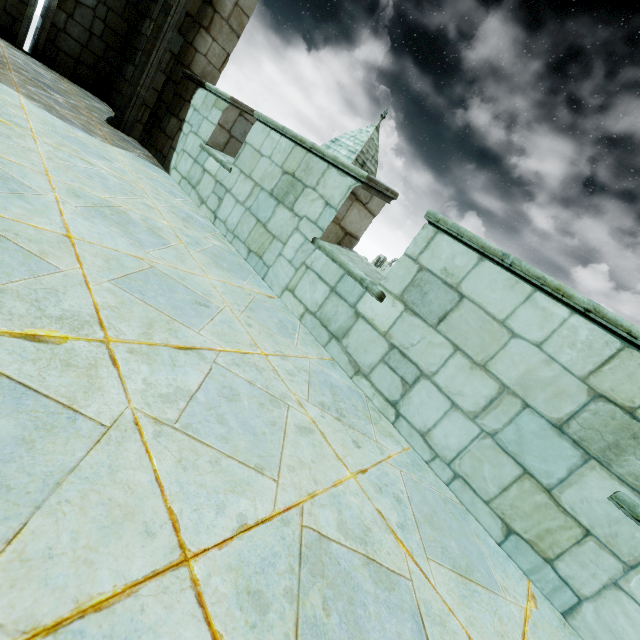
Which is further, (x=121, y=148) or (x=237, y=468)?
(x=121, y=148)
